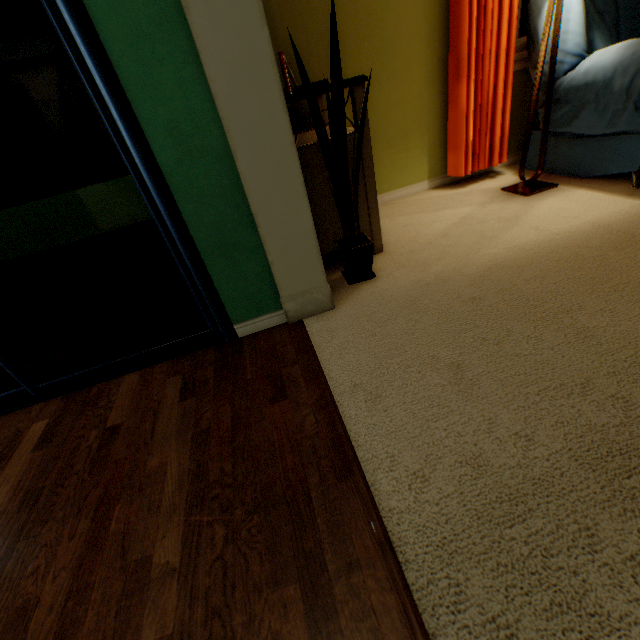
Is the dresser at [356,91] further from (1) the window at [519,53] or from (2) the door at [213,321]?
(1) the window at [519,53]

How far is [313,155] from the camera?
1.68m

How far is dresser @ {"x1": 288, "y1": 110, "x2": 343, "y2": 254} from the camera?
1.67m

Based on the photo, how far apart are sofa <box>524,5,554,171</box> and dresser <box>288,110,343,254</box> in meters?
1.4

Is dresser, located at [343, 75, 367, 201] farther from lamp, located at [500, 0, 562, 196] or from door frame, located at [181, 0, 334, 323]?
lamp, located at [500, 0, 562, 196]

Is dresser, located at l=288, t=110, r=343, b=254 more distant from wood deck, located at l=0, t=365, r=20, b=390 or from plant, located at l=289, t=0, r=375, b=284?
Answer: wood deck, located at l=0, t=365, r=20, b=390

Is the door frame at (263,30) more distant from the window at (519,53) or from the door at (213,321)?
the window at (519,53)
